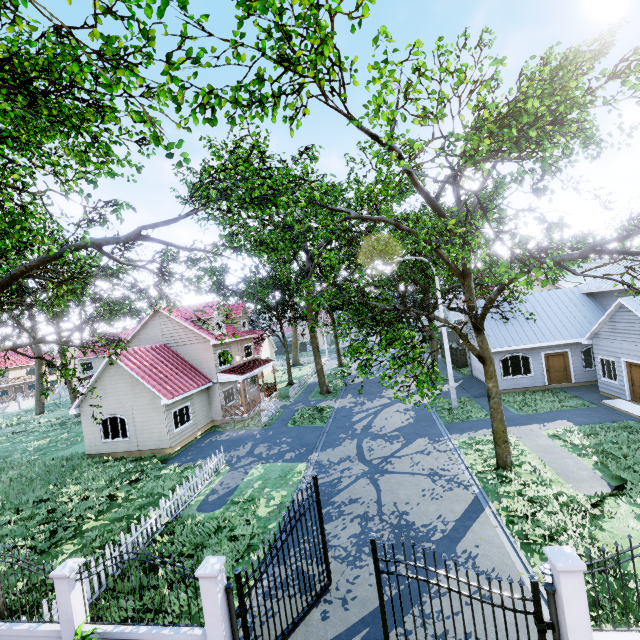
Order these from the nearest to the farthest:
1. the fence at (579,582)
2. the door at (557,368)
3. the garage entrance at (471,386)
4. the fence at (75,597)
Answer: the fence at (579,582) < the fence at (75,597) < the door at (557,368) < the garage entrance at (471,386)

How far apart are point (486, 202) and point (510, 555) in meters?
12.8

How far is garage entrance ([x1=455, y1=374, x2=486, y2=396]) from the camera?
22.4 meters

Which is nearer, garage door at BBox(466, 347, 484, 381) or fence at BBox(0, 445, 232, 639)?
fence at BBox(0, 445, 232, 639)

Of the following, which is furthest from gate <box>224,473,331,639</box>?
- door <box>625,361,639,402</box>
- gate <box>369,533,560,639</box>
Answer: door <box>625,361,639,402</box>

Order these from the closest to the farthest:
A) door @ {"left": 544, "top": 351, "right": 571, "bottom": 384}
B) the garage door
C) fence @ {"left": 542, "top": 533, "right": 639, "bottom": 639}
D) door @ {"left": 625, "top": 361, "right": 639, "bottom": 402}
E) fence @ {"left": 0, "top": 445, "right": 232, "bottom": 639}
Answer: fence @ {"left": 542, "top": 533, "right": 639, "bottom": 639}, fence @ {"left": 0, "top": 445, "right": 232, "bottom": 639}, door @ {"left": 625, "top": 361, "right": 639, "bottom": 402}, door @ {"left": 544, "top": 351, "right": 571, "bottom": 384}, the garage door

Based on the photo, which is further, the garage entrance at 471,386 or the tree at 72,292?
the garage entrance at 471,386

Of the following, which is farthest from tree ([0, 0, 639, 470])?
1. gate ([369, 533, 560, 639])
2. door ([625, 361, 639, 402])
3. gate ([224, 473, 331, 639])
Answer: door ([625, 361, 639, 402])
